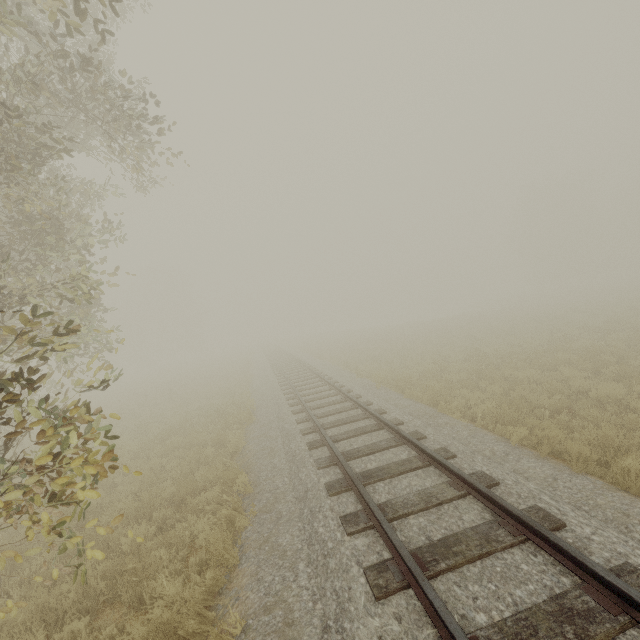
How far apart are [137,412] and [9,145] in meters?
14.9 m
